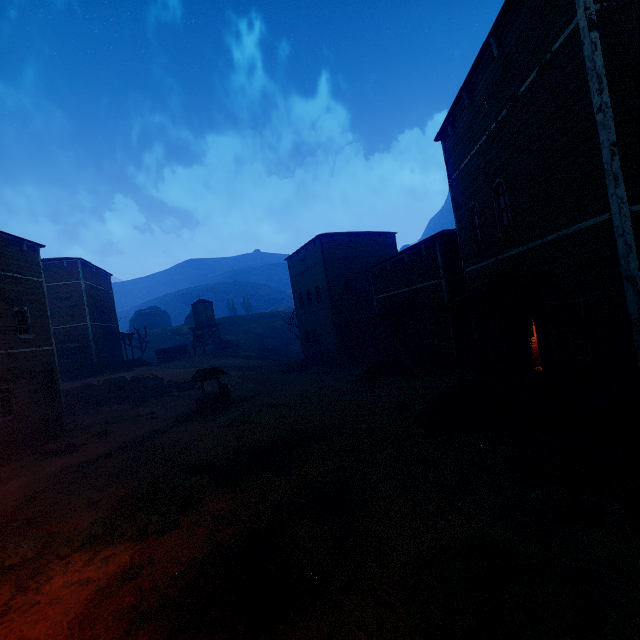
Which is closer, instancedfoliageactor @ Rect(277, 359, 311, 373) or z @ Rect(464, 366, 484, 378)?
z @ Rect(464, 366, 484, 378)

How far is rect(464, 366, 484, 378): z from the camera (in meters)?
14.34

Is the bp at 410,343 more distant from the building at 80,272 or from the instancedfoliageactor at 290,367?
the instancedfoliageactor at 290,367

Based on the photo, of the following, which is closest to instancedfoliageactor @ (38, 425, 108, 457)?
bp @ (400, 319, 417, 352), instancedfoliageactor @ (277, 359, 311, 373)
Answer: instancedfoliageactor @ (277, 359, 311, 373)

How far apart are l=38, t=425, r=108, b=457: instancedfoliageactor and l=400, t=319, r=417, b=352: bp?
17.4 meters

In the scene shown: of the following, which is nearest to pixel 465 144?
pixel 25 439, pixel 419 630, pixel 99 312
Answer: pixel 419 630

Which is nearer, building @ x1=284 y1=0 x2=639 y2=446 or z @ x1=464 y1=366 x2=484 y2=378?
building @ x1=284 y1=0 x2=639 y2=446

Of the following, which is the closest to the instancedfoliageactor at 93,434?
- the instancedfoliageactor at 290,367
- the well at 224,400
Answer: the well at 224,400
